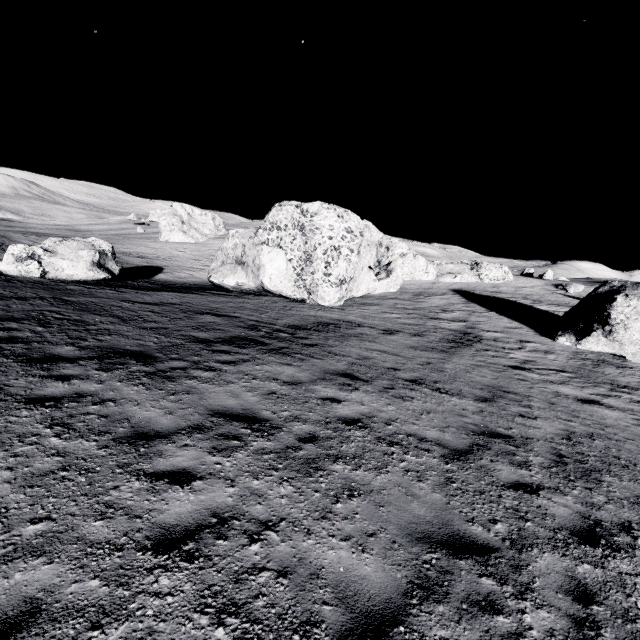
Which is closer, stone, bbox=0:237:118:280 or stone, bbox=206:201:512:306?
stone, bbox=0:237:118:280

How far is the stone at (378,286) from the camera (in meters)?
22.25

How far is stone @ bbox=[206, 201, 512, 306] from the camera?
22.2m

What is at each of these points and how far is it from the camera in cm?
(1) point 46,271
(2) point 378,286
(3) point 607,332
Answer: (1) stone, 1828
(2) stone, 2970
(3) stone, 1845

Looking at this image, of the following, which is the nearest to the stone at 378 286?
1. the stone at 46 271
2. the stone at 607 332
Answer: the stone at 46 271

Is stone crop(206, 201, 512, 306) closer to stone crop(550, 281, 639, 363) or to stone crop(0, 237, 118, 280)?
stone crop(0, 237, 118, 280)

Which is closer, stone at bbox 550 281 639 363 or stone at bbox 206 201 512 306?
stone at bbox 550 281 639 363
